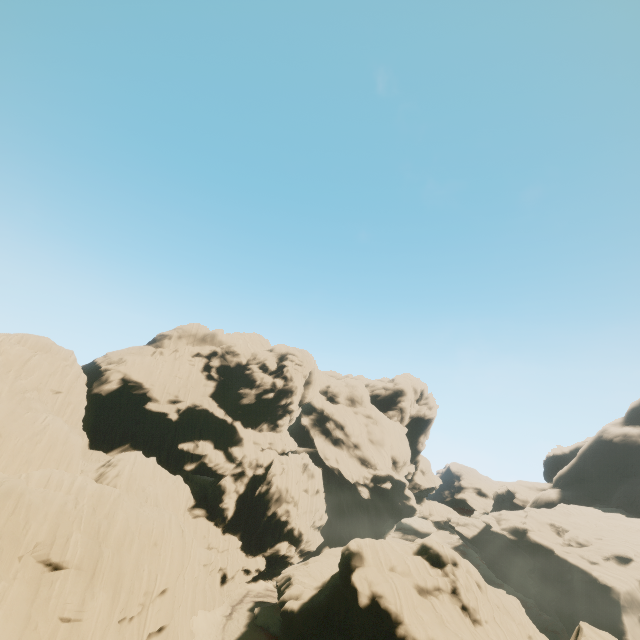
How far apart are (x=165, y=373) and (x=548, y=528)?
70.6 meters
